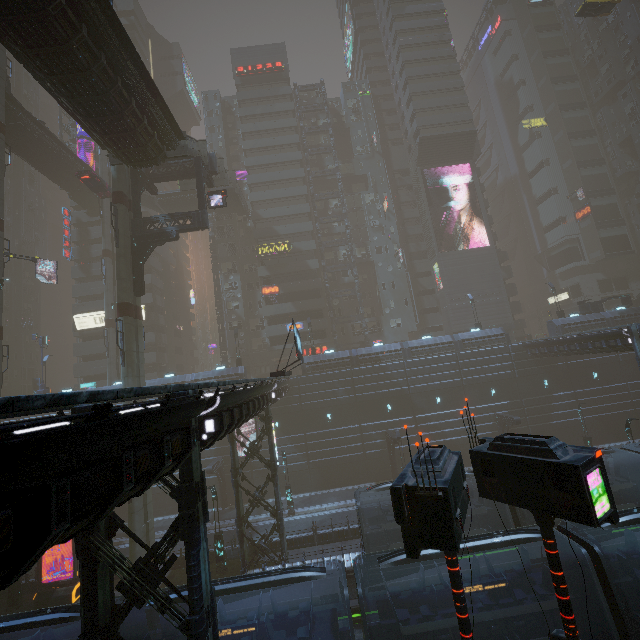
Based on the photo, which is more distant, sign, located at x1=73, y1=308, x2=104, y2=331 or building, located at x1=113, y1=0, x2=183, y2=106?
building, located at x1=113, y1=0, x2=183, y2=106

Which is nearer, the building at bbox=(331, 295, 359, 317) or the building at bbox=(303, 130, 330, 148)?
the building at bbox=(331, 295, 359, 317)

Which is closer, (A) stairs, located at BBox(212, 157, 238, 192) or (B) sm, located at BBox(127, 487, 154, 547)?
(B) sm, located at BBox(127, 487, 154, 547)

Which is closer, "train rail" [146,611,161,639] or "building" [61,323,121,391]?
"train rail" [146,611,161,639]

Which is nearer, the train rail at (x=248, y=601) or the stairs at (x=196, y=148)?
the train rail at (x=248, y=601)

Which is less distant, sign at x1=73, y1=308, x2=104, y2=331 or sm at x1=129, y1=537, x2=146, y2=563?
sm at x1=129, y1=537, x2=146, y2=563

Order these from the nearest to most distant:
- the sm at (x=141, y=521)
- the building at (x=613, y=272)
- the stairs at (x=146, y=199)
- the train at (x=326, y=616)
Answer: the train at (x=326, y=616) → the sm at (x=141, y=521) → the building at (x=613, y=272) → the stairs at (x=146, y=199)

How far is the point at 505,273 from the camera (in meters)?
52.12
